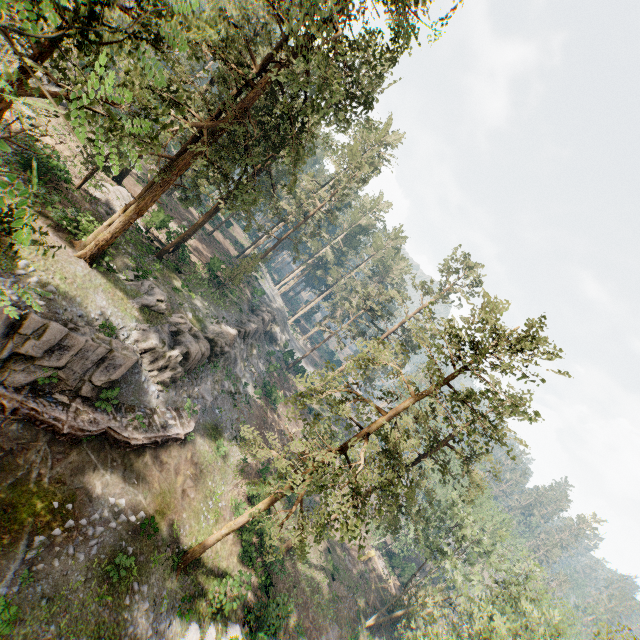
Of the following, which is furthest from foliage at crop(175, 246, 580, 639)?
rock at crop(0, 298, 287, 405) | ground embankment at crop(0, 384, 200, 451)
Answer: ground embankment at crop(0, 384, 200, 451)

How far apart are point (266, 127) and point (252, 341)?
26.4m

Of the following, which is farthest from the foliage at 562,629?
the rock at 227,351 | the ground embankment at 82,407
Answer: the ground embankment at 82,407

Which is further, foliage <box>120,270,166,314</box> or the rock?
foliage <box>120,270,166,314</box>

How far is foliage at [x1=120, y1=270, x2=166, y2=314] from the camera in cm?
2380

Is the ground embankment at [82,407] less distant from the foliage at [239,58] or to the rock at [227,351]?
the rock at [227,351]

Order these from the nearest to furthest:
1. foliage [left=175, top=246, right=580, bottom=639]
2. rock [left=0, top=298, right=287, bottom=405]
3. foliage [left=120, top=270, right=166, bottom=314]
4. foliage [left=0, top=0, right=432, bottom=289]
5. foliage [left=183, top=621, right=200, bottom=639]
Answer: foliage [left=0, top=0, right=432, bottom=289], foliage [left=175, top=246, right=580, bottom=639], rock [left=0, top=298, right=287, bottom=405], foliage [left=183, top=621, right=200, bottom=639], foliage [left=120, top=270, right=166, bottom=314]
